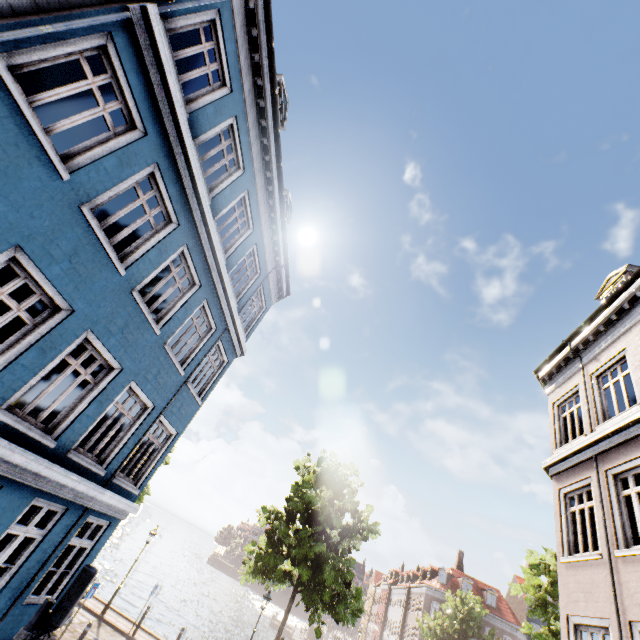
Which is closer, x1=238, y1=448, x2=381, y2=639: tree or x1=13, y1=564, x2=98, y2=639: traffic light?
x1=13, y1=564, x2=98, y2=639: traffic light

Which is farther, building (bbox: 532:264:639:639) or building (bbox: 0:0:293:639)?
building (bbox: 532:264:639:639)

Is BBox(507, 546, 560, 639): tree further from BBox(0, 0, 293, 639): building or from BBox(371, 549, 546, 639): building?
BBox(0, 0, 293, 639): building

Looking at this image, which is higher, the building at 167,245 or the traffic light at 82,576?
the building at 167,245

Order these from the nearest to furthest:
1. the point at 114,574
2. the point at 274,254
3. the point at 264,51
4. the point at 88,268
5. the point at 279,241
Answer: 1. the point at 88,268
2. the point at 264,51
3. the point at 279,241
4. the point at 274,254
5. the point at 114,574

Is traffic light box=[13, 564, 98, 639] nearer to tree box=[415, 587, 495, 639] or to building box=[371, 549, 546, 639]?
tree box=[415, 587, 495, 639]

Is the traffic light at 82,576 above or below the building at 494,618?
below

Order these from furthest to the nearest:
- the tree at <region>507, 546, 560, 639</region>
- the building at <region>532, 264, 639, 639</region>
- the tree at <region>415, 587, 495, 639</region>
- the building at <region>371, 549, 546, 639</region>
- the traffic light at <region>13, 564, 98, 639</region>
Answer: the building at <region>371, 549, 546, 639</region> → the tree at <region>415, 587, 495, 639</region> → the tree at <region>507, 546, 560, 639</region> → the building at <region>532, 264, 639, 639</region> → the traffic light at <region>13, 564, 98, 639</region>
